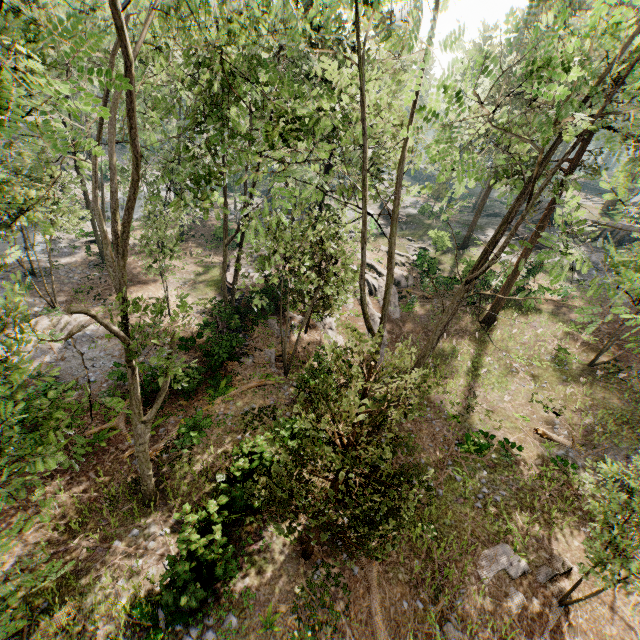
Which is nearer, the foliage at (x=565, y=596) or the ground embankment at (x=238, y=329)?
the foliage at (x=565, y=596)

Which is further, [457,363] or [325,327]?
[325,327]

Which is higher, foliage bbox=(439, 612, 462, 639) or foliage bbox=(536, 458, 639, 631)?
foliage bbox=(536, 458, 639, 631)

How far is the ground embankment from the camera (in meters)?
16.92

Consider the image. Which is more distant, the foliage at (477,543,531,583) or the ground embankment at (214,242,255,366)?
the ground embankment at (214,242,255,366)

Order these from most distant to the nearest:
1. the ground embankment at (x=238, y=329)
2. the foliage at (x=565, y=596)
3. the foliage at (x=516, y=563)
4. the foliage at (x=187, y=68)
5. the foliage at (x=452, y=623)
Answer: the ground embankment at (x=238, y=329)
the foliage at (x=516, y=563)
the foliage at (x=452, y=623)
the foliage at (x=565, y=596)
the foliage at (x=187, y=68)

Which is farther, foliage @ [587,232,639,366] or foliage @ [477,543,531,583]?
foliage @ [477,543,531,583]

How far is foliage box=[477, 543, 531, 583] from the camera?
11.6m
